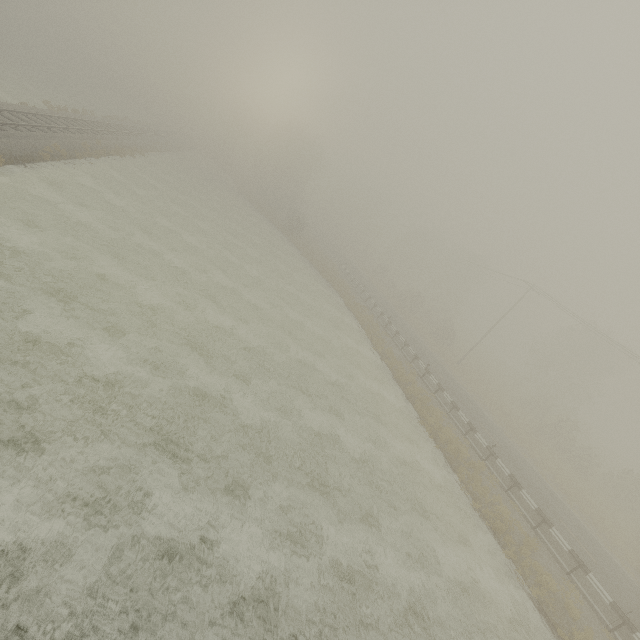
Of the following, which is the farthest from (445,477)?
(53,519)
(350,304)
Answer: (350,304)
